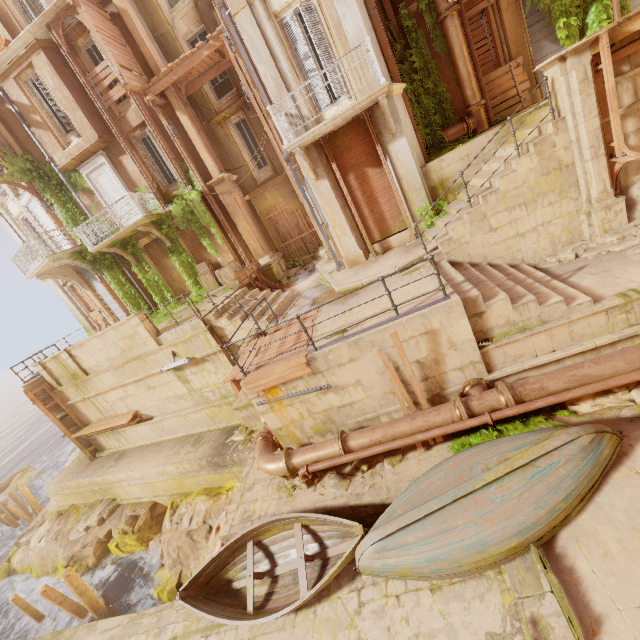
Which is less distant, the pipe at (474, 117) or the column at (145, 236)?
the pipe at (474, 117)

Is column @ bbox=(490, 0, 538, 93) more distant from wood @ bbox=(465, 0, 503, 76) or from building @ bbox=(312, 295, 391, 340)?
building @ bbox=(312, 295, 391, 340)

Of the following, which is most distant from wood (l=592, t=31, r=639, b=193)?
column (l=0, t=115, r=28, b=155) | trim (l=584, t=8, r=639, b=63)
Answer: column (l=0, t=115, r=28, b=155)

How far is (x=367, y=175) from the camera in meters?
10.9 m

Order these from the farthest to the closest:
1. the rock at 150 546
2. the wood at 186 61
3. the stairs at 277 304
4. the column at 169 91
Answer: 1. the column at 169 91
2. the wood at 186 61
3. the stairs at 277 304
4. the rock at 150 546

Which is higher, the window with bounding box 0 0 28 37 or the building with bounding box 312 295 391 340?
the window with bounding box 0 0 28 37

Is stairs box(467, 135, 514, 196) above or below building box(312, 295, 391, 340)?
above

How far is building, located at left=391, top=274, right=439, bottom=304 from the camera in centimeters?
748cm
